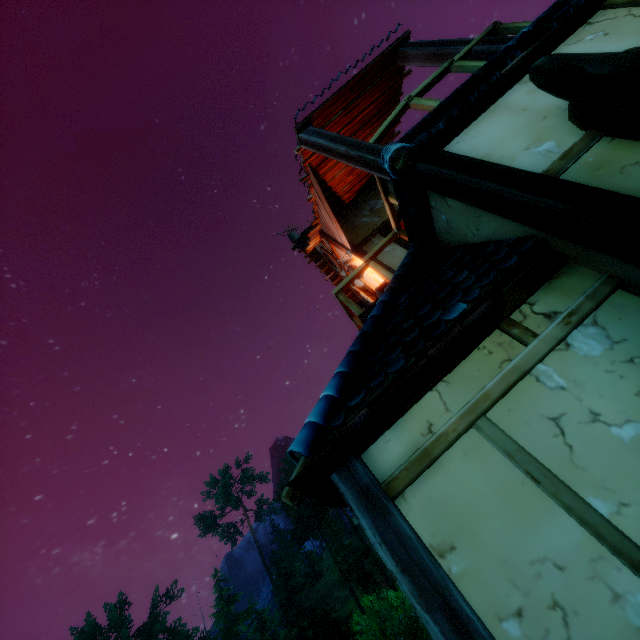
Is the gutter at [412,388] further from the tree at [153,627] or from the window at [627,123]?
the tree at [153,627]

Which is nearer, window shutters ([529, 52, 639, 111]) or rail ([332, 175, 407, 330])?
window shutters ([529, 52, 639, 111])

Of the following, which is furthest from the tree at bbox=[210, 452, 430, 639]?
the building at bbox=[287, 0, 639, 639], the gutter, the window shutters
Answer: the window shutters

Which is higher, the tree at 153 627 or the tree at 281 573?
the tree at 153 627

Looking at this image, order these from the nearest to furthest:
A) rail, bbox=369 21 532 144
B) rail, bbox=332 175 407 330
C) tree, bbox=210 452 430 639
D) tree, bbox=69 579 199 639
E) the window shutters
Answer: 1. the window shutters
2. rail, bbox=369 21 532 144
3. rail, bbox=332 175 407 330
4. tree, bbox=210 452 430 639
5. tree, bbox=69 579 199 639

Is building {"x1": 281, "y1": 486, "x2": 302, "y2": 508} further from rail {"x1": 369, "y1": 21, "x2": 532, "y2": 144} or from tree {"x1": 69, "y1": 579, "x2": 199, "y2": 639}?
tree {"x1": 69, "y1": 579, "x2": 199, "y2": 639}

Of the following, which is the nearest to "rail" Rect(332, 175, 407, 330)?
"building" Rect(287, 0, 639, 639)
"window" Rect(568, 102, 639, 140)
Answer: "building" Rect(287, 0, 639, 639)

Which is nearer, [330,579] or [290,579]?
[290,579]
